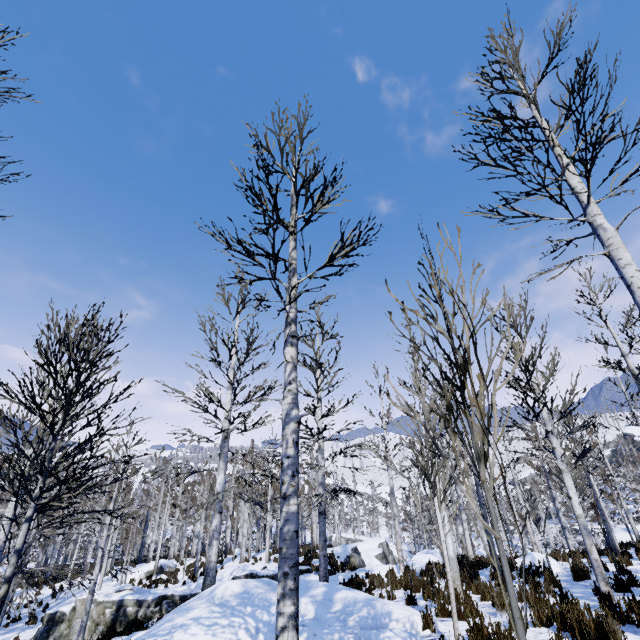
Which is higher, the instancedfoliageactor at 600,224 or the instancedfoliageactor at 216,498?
the instancedfoliageactor at 600,224

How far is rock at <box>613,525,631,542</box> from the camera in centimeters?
2204cm

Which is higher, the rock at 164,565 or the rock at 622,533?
the rock at 622,533

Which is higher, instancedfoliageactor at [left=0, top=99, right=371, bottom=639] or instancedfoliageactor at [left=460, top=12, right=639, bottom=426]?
instancedfoliageactor at [left=460, top=12, right=639, bottom=426]

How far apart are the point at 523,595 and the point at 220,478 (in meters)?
9.51

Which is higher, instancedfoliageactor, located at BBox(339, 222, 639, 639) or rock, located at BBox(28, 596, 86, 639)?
instancedfoliageactor, located at BBox(339, 222, 639, 639)

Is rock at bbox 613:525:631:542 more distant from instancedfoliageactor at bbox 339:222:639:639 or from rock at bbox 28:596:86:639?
rock at bbox 28:596:86:639

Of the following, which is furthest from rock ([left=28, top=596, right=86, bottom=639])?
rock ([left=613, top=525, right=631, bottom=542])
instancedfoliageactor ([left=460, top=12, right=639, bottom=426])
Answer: rock ([left=613, top=525, right=631, bottom=542])
